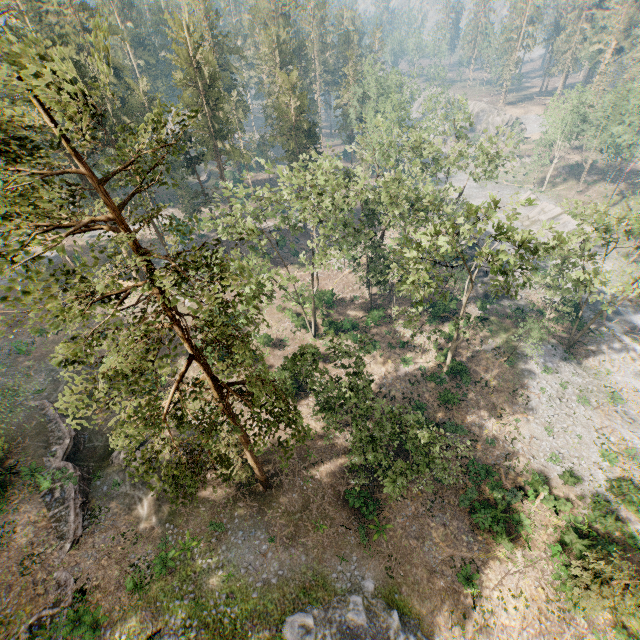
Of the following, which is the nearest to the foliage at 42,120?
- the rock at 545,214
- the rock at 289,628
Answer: the rock at 289,628

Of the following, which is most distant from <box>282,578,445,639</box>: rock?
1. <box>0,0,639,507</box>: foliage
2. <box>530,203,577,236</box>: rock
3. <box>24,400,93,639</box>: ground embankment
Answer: <box>530,203,577,236</box>: rock

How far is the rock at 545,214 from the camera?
55.1m

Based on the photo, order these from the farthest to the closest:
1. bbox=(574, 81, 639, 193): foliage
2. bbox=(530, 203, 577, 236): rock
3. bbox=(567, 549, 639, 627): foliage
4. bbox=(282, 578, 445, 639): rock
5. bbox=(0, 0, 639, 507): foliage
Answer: bbox=(530, 203, 577, 236): rock → bbox=(574, 81, 639, 193): foliage → bbox=(282, 578, 445, 639): rock → bbox=(567, 549, 639, 627): foliage → bbox=(0, 0, 639, 507): foliage

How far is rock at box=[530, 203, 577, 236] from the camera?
55.06m

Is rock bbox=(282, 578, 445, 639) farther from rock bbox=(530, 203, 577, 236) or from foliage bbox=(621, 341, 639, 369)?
rock bbox=(530, 203, 577, 236)

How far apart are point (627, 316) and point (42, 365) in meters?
71.6 m
